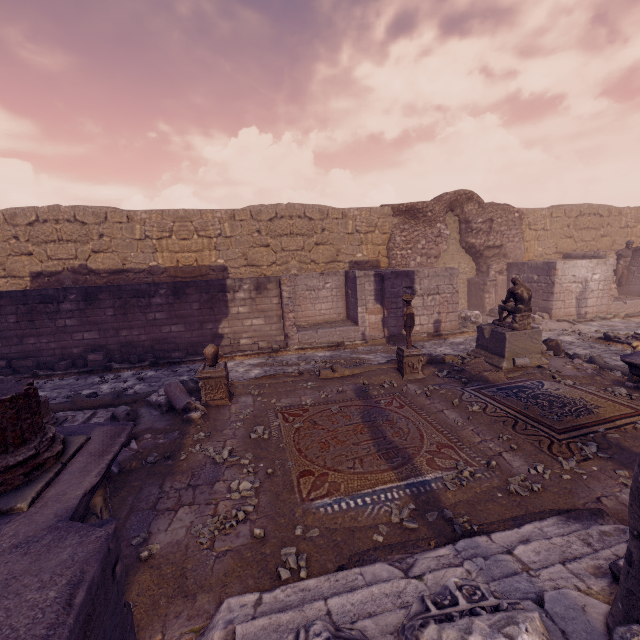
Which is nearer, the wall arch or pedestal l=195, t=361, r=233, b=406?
pedestal l=195, t=361, r=233, b=406

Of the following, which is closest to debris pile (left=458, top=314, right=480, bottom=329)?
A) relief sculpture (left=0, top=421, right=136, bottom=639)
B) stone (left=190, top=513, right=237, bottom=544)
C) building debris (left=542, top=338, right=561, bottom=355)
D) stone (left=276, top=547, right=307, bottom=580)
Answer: building debris (left=542, top=338, right=561, bottom=355)

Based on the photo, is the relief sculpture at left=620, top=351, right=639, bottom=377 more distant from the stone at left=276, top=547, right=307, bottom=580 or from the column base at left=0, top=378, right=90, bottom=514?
the column base at left=0, top=378, right=90, bottom=514

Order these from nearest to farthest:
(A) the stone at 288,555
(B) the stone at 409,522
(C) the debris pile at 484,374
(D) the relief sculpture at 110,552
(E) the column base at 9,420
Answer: (D) the relief sculpture at 110,552 < (E) the column base at 9,420 < (A) the stone at 288,555 < (B) the stone at 409,522 < (C) the debris pile at 484,374

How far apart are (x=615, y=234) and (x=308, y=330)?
18.05m

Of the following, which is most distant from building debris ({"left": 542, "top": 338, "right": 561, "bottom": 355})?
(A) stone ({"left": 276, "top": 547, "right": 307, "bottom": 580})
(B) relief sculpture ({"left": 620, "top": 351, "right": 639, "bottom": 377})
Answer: (A) stone ({"left": 276, "top": 547, "right": 307, "bottom": 580})

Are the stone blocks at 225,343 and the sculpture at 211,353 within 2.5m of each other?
no

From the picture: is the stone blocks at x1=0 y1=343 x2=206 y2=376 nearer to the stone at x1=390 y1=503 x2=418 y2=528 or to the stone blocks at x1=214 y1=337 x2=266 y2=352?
the stone blocks at x1=214 y1=337 x2=266 y2=352
